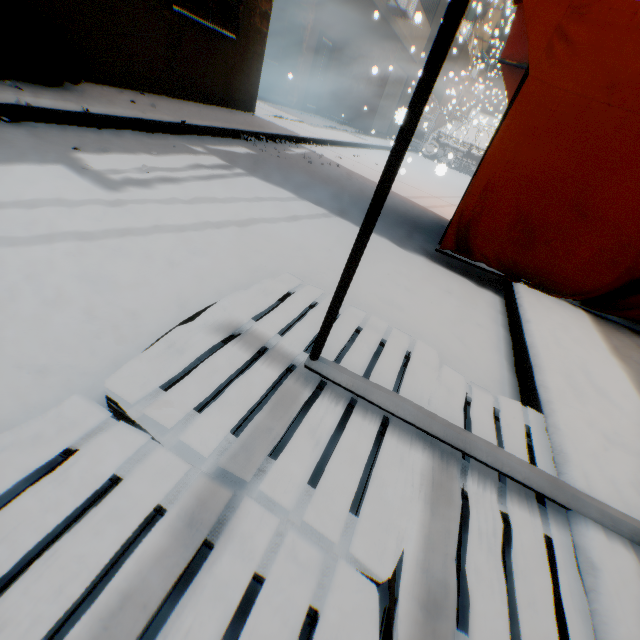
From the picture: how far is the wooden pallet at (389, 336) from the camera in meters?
1.4 m

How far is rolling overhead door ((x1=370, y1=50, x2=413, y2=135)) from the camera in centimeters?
1413cm

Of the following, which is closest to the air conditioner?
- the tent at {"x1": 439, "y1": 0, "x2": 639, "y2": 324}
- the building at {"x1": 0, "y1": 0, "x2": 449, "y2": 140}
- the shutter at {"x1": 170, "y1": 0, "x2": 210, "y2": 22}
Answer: the building at {"x1": 0, "y1": 0, "x2": 449, "y2": 140}

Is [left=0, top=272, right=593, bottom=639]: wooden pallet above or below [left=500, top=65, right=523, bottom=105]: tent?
below

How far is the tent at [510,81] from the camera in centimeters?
450cm

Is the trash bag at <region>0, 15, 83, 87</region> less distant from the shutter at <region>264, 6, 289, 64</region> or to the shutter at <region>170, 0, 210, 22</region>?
the shutter at <region>170, 0, 210, 22</region>

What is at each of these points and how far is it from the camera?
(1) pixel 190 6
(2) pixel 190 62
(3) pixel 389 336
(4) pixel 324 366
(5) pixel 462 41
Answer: (1) shutter, 5.12m
(2) building, 5.68m
(3) wooden pallet, 1.76m
(4) metal tent frame, 1.26m
(5) building, 16.39m

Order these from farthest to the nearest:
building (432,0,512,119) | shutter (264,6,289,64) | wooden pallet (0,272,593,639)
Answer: building (432,0,512,119) < shutter (264,6,289,64) < wooden pallet (0,272,593,639)
